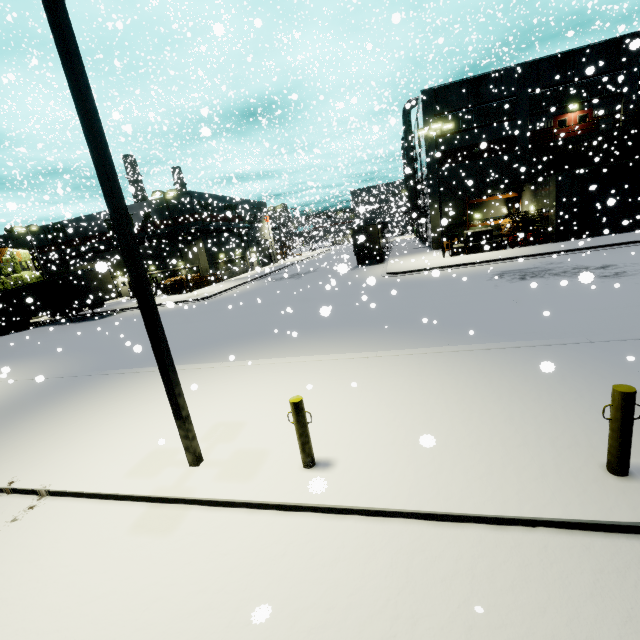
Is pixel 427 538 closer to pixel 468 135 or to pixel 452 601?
pixel 452 601

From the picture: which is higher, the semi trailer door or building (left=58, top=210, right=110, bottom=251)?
building (left=58, top=210, right=110, bottom=251)

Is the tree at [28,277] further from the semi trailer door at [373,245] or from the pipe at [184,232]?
the semi trailer door at [373,245]

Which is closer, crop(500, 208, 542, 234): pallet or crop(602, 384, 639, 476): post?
crop(602, 384, 639, 476): post

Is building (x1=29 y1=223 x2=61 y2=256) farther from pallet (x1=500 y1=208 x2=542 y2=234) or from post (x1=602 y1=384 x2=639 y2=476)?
post (x1=602 y1=384 x2=639 y2=476)

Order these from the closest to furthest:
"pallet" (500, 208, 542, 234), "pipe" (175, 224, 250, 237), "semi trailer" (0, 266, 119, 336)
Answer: "pallet" (500, 208, 542, 234), "semi trailer" (0, 266, 119, 336), "pipe" (175, 224, 250, 237)

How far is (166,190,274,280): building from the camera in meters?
37.2

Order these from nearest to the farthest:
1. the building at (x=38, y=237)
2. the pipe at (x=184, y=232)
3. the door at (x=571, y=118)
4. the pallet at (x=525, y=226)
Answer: the pallet at (x=525, y=226) < the door at (x=571, y=118) < the pipe at (x=184, y=232) < the building at (x=38, y=237)
